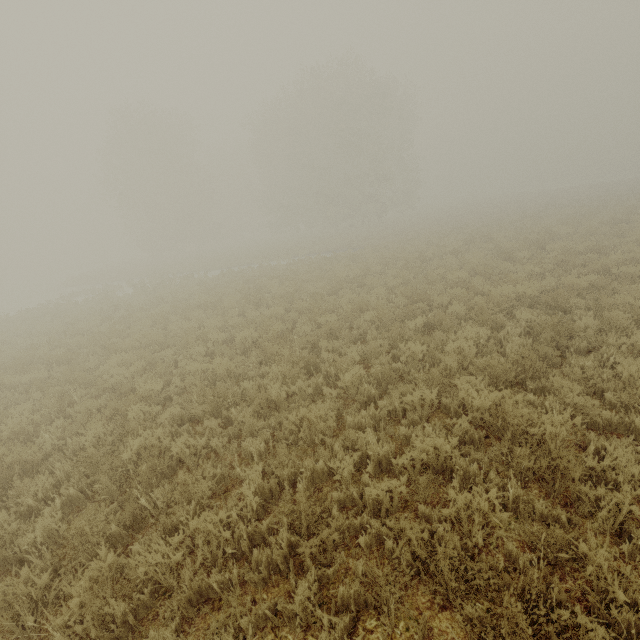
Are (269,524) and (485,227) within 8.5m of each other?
no
